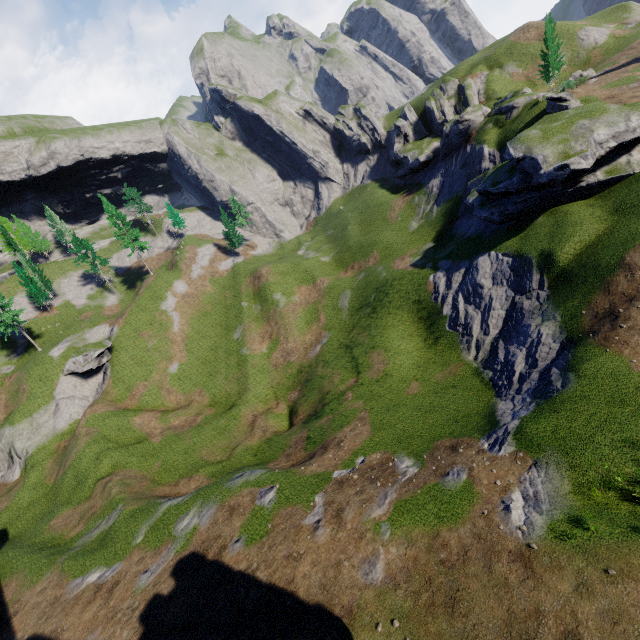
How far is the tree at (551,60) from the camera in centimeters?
4522cm

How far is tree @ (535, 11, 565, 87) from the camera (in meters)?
45.22

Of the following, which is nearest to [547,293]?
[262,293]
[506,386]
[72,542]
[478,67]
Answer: [506,386]
